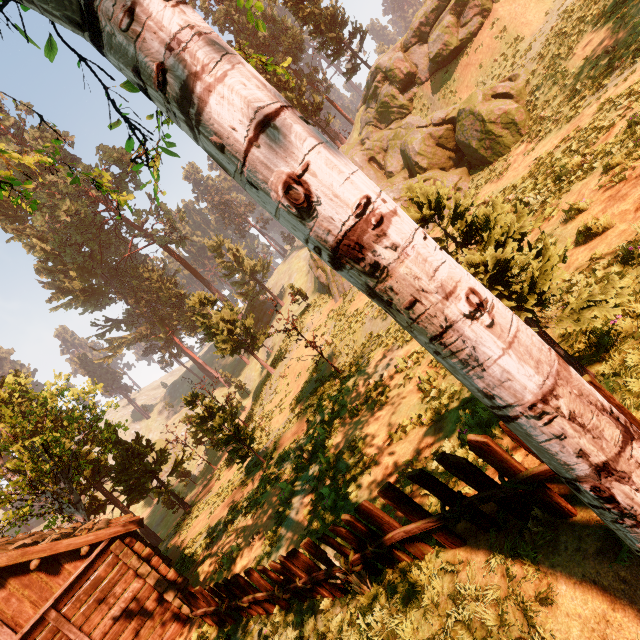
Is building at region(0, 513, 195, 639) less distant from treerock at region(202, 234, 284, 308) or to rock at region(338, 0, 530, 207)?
→ treerock at region(202, 234, 284, 308)

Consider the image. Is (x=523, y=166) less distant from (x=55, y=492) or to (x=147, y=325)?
(x=55, y=492)

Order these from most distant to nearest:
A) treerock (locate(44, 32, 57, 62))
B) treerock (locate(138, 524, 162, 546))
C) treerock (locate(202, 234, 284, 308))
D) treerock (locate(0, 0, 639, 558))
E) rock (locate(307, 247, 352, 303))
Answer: treerock (locate(202, 234, 284, 308)) < rock (locate(307, 247, 352, 303)) < treerock (locate(138, 524, 162, 546)) < treerock (locate(44, 32, 57, 62)) < treerock (locate(0, 0, 639, 558))

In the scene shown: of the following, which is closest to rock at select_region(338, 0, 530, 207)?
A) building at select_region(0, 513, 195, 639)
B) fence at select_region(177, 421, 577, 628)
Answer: fence at select_region(177, 421, 577, 628)

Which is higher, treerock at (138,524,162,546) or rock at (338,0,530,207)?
rock at (338,0,530,207)

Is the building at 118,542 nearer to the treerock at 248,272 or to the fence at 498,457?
the treerock at 248,272

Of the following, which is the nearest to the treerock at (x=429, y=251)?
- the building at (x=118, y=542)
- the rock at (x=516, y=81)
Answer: the building at (x=118, y=542)
